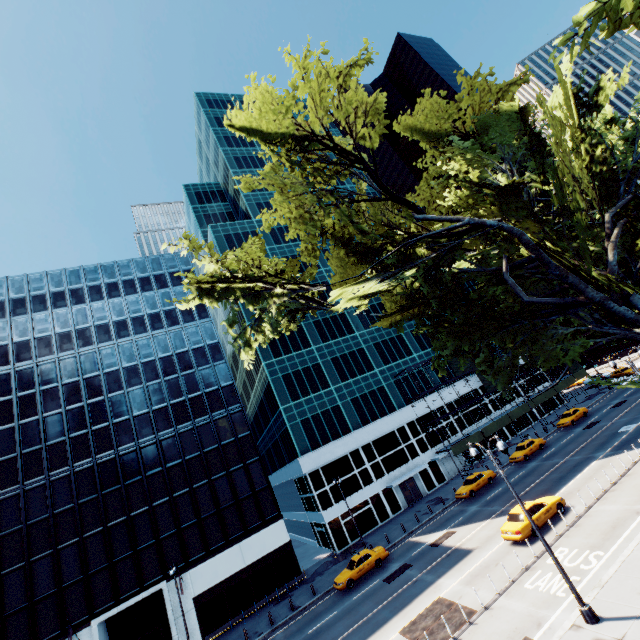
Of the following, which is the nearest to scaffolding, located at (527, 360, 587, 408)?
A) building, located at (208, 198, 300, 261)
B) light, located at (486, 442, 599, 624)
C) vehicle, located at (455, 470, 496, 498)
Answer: building, located at (208, 198, 300, 261)

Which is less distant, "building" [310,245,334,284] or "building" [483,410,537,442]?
"building" [483,410,537,442]

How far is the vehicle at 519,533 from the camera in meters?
20.5 m

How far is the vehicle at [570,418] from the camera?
41.5m

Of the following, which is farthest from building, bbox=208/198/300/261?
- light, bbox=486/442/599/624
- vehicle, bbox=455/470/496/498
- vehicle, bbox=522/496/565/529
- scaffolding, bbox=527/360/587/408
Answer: light, bbox=486/442/599/624

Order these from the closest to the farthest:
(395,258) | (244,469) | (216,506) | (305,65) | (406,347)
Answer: (305,65)
(395,258)
(216,506)
(244,469)
(406,347)

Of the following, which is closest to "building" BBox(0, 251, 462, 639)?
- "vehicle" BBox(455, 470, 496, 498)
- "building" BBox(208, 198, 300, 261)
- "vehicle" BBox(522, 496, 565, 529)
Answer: "building" BBox(208, 198, 300, 261)

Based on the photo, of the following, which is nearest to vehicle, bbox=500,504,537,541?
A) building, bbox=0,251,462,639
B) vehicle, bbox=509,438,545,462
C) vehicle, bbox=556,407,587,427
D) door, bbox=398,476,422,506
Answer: vehicle, bbox=509,438,545,462
